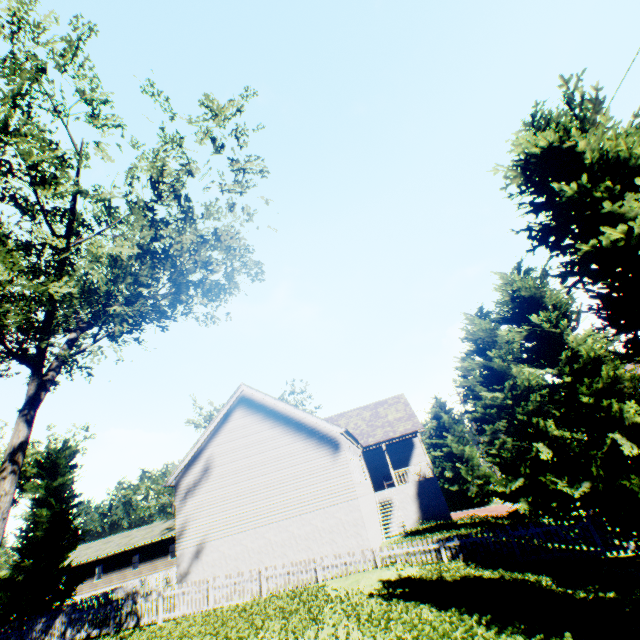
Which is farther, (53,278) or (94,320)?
(94,320)

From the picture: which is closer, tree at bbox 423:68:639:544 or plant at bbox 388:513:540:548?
tree at bbox 423:68:639:544

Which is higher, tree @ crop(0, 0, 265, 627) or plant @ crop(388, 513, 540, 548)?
tree @ crop(0, 0, 265, 627)

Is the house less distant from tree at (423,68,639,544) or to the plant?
tree at (423,68,639,544)

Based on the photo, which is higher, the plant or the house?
the house

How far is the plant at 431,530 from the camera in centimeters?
1554cm

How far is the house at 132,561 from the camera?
38.2m
